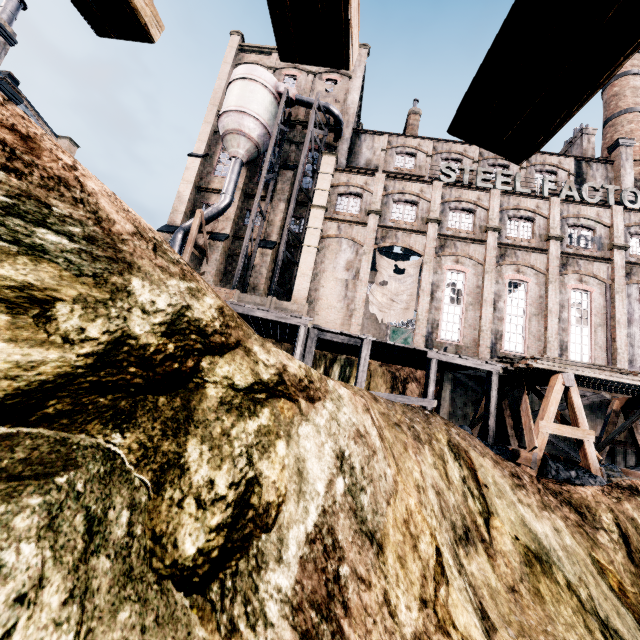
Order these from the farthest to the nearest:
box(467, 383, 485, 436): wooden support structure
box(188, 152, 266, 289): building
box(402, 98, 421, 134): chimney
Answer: box(402, 98, 421, 134): chimney
box(188, 152, 266, 289): building
box(467, 383, 485, 436): wooden support structure

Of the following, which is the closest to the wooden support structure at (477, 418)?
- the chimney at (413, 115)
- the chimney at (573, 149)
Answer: the chimney at (413, 115)

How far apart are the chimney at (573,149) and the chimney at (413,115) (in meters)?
16.84

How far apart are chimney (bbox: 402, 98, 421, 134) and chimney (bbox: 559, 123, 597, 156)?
16.8 meters

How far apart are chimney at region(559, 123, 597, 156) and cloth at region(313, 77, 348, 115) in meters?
25.4

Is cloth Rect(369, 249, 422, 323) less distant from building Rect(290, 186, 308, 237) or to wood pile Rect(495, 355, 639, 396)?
building Rect(290, 186, 308, 237)

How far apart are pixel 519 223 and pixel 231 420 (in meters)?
29.04

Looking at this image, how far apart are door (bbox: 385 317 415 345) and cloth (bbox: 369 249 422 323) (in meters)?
18.84
